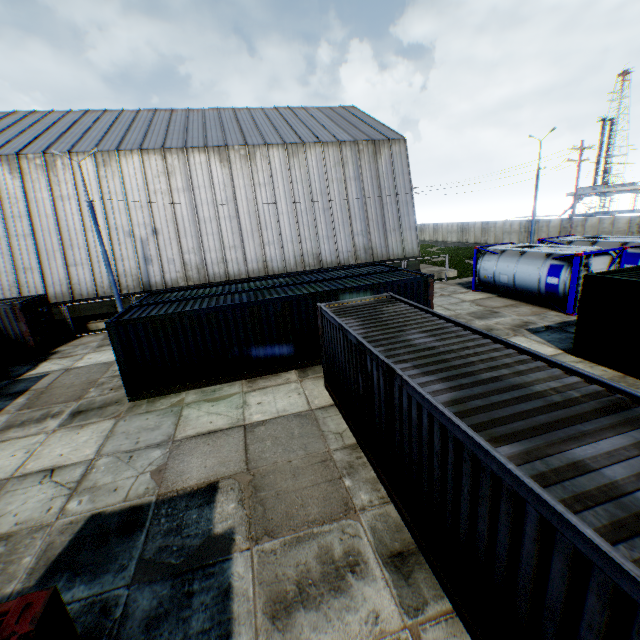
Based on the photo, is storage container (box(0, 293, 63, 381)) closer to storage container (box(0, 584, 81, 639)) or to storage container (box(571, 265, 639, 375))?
storage container (box(0, 584, 81, 639))

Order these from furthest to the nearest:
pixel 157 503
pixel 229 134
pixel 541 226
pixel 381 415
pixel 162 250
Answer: pixel 541 226 → pixel 229 134 → pixel 162 250 → pixel 157 503 → pixel 381 415

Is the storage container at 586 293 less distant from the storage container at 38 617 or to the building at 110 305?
the storage container at 38 617

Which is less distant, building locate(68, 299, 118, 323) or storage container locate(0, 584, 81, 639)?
storage container locate(0, 584, 81, 639)

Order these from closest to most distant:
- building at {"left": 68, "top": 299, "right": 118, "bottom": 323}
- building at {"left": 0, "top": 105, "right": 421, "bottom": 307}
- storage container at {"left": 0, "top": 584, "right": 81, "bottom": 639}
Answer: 1. storage container at {"left": 0, "top": 584, "right": 81, "bottom": 639}
2. building at {"left": 0, "top": 105, "right": 421, "bottom": 307}
3. building at {"left": 68, "top": 299, "right": 118, "bottom": 323}

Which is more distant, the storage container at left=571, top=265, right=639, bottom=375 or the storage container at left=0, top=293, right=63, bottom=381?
the storage container at left=0, top=293, right=63, bottom=381

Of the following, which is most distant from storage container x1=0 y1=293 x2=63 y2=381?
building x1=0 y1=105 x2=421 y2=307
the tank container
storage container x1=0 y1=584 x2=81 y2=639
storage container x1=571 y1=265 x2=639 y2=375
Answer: the tank container
